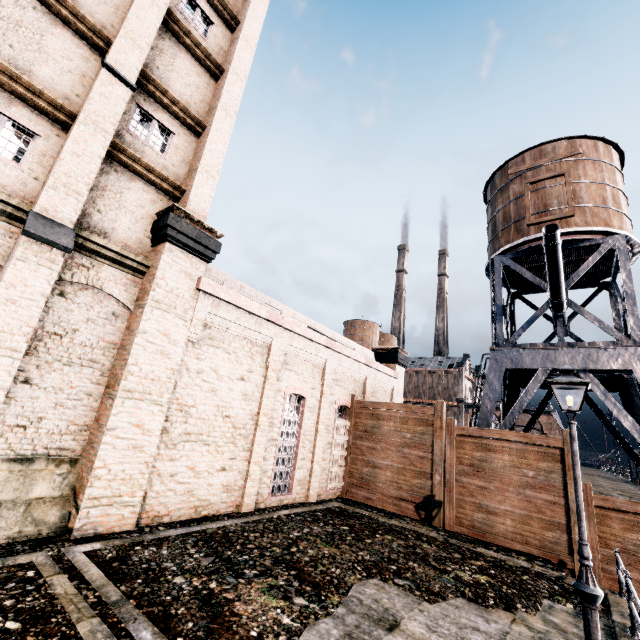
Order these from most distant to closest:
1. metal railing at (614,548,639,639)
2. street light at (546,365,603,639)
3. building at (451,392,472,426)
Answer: building at (451,392,472,426) < metal railing at (614,548,639,639) < street light at (546,365,603,639)

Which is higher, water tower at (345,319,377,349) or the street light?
water tower at (345,319,377,349)

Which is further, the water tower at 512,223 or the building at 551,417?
the building at 551,417

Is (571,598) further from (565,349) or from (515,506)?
(565,349)

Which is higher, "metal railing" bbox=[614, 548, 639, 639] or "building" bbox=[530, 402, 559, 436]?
"building" bbox=[530, 402, 559, 436]

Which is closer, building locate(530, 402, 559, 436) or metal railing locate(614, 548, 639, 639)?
metal railing locate(614, 548, 639, 639)

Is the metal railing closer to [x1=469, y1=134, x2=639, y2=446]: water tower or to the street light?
the street light

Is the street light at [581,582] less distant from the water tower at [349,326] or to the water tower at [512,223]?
the water tower at [512,223]
